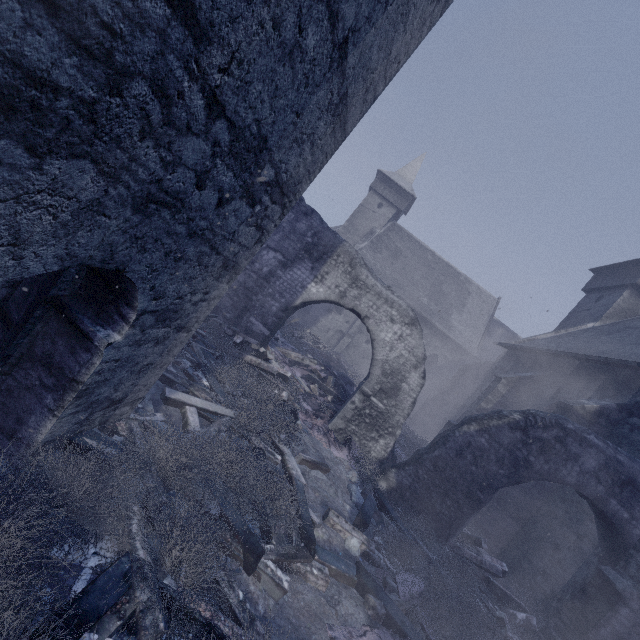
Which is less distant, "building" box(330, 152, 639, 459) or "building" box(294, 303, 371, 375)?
"building" box(330, 152, 639, 459)

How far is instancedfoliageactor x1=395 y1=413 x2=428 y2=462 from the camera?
11.23m

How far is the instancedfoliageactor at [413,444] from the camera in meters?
11.2 m

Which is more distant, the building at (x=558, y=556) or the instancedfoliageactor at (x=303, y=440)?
the building at (x=558, y=556)

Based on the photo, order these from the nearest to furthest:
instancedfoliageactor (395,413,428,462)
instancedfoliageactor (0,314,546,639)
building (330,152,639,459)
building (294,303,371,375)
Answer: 1. instancedfoliageactor (0,314,546,639)
2. building (330,152,639,459)
3. instancedfoliageactor (395,413,428,462)
4. building (294,303,371,375)

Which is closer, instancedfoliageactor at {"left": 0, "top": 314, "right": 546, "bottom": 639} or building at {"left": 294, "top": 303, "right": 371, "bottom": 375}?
instancedfoliageactor at {"left": 0, "top": 314, "right": 546, "bottom": 639}

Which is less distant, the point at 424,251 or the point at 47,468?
the point at 47,468
